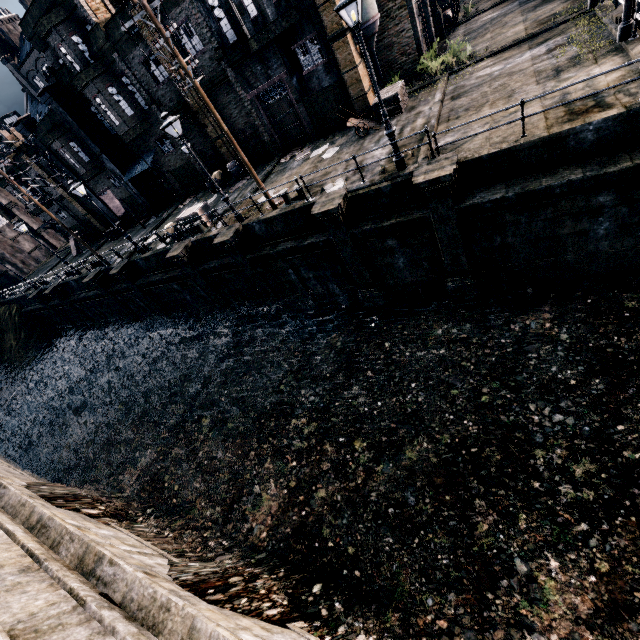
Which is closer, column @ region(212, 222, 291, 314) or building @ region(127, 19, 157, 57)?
column @ region(212, 222, 291, 314)

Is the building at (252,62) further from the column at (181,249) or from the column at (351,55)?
the column at (181,249)

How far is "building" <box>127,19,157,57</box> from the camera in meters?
20.2 m

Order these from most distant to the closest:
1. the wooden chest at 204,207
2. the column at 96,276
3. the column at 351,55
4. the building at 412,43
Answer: the column at 96,276 < the wooden chest at 204,207 < the building at 412,43 < the column at 351,55

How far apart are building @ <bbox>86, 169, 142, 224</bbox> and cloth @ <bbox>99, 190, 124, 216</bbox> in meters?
0.0 m

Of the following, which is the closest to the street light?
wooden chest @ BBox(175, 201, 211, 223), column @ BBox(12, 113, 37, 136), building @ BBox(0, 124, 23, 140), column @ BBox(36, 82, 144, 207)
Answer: wooden chest @ BBox(175, 201, 211, 223)

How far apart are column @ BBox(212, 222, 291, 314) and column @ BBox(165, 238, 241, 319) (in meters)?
2.93

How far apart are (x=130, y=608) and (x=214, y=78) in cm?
2678
